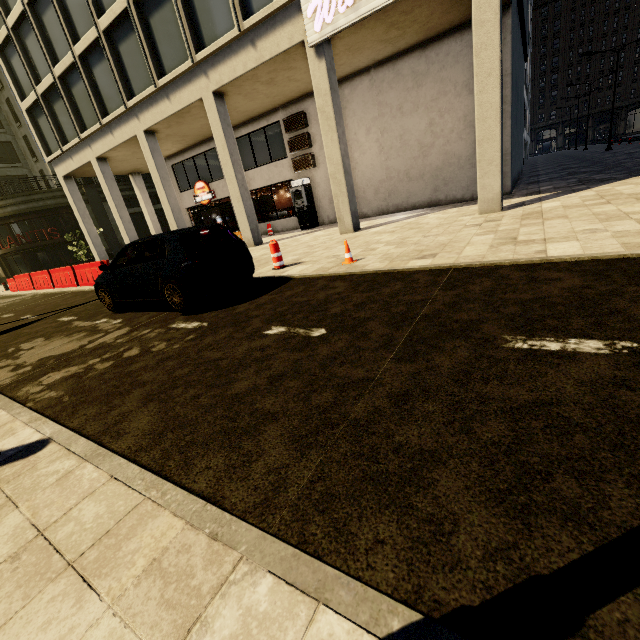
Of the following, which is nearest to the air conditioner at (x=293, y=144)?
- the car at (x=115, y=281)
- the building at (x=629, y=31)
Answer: the car at (x=115, y=281)

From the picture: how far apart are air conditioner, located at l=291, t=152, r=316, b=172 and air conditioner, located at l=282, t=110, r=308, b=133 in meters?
1.1

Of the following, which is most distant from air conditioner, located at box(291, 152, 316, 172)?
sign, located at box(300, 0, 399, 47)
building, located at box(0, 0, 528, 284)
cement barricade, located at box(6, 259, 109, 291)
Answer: cement barricade, located at box(6, 259, 109, 291)

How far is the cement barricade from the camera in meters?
13.2 m

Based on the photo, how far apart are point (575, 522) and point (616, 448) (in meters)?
0.55

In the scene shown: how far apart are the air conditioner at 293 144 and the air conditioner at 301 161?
0.20m

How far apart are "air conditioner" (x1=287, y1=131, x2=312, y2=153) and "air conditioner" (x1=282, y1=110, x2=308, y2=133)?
0.20m

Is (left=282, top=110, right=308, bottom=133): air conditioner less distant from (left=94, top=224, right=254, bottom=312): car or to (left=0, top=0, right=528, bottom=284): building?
(left=0, top=0, right=528, bottom=284): building
